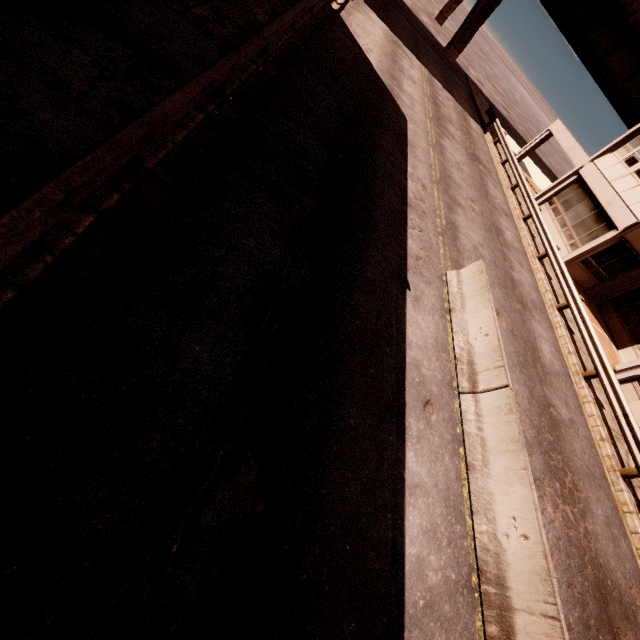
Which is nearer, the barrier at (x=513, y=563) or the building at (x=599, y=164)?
the barrier at (x=513, y=563)

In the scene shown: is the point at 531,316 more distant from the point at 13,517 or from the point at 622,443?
the point at 13,517

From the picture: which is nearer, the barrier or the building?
the barrier
